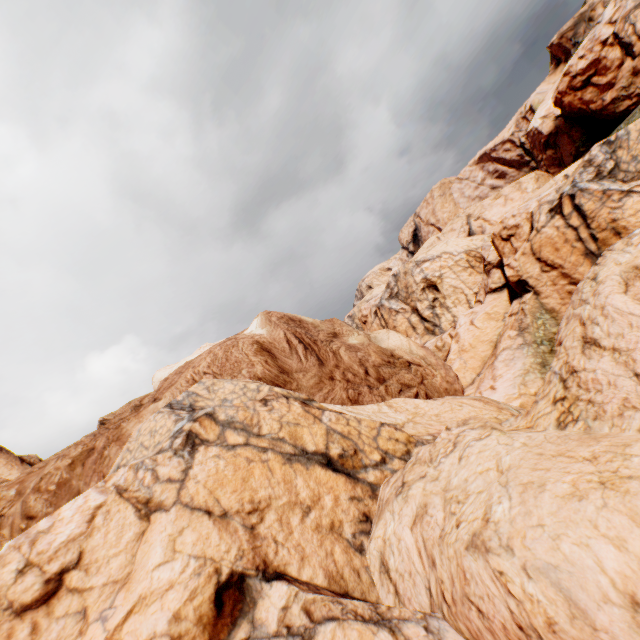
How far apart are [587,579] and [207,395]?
10.0 meters
